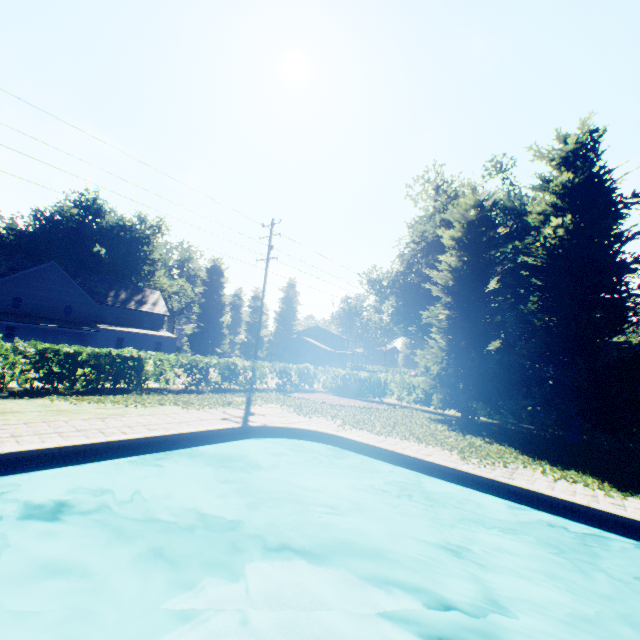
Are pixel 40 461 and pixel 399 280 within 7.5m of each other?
no

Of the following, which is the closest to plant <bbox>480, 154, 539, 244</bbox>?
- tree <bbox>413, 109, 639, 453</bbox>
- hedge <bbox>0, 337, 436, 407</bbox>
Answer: tree <bbox>413, 109, 639, 453</bbox>

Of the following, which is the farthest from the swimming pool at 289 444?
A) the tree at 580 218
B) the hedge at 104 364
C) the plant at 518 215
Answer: the hedge at 104 364

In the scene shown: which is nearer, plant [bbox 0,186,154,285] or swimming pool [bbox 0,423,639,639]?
swimming pool [bbox 0,423,639,639]

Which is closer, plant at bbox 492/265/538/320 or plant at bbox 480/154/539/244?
plant at bbox 480/154/539/244

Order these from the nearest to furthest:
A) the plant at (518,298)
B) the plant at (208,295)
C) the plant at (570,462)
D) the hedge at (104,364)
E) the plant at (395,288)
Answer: the plant at (570,462) < the hedge at (104,364) < the plant at (395,288) < the plant at (518,298) < the plant at (208,295)
